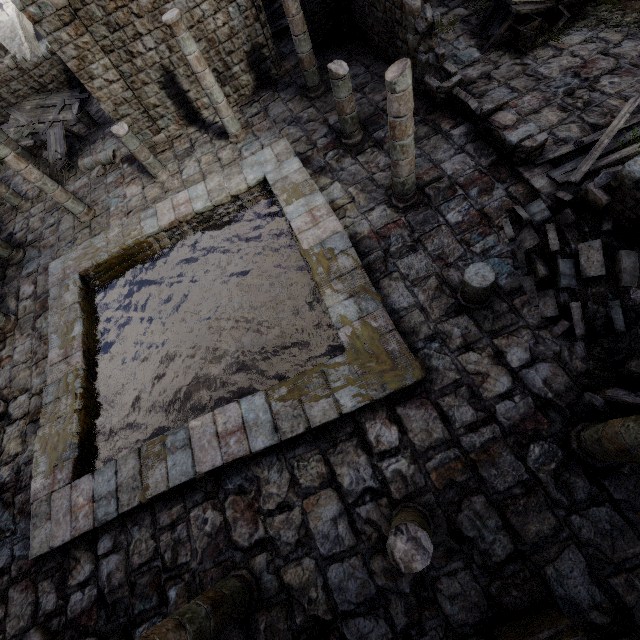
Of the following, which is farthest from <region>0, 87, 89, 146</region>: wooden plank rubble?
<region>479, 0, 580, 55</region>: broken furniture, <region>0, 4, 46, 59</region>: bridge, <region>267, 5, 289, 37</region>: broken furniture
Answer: <region>479, 0, 580, 55</region>: broken furniture

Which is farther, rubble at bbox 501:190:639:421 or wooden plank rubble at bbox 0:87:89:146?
wooden plank rubble at bbox 0:87:89:146

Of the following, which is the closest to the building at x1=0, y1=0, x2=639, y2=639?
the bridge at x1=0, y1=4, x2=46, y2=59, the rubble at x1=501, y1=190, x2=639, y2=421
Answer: the rubble at x1=501, y1=190, x2=639, y2=421

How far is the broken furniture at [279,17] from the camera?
14.87m

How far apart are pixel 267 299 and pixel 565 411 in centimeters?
725cm

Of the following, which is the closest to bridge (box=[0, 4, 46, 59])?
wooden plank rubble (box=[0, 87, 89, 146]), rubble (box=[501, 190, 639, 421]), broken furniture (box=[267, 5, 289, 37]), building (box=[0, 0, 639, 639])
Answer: building (box=[0, 0, 639, 639])

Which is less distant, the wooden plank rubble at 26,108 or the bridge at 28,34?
the wooden plank rubble at 26,108

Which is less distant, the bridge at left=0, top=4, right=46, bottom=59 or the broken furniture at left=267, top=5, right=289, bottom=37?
the broken furniture at left=267, top=5, right=289, bottom=37
